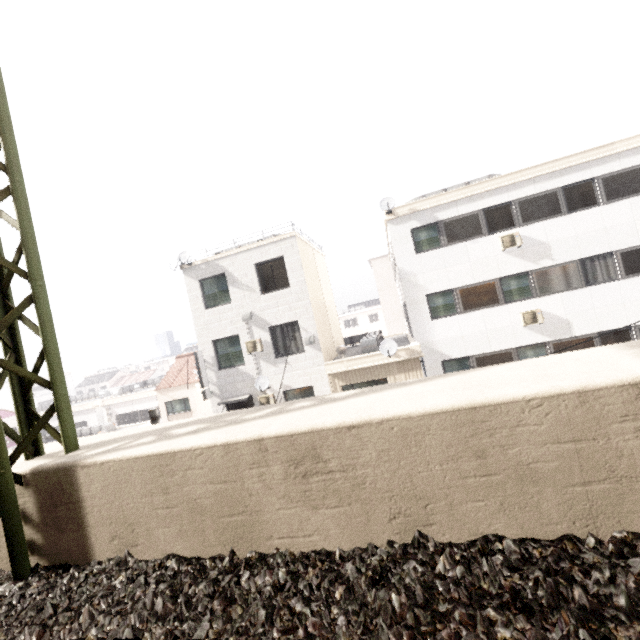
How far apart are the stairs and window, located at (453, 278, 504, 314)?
3.63m

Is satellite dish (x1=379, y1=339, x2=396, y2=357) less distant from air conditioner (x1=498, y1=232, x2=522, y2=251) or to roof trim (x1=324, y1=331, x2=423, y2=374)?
roof trim (x1=324, y1=331, x2=423, y2=374)

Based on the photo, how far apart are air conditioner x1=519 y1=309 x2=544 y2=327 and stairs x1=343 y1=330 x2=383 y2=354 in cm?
589

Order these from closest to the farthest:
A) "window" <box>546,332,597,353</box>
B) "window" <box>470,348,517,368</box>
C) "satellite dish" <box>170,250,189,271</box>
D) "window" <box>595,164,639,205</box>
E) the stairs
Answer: "window" <box>595,164,639,205</box> < "window" <box>546,332,597,353</box> < "window" <box>470,348,517,368</box> < the stairs < "satellite dish" <box>170,250,189,271</box>

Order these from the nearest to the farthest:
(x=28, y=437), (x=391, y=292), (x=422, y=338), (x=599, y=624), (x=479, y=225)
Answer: (x=599, y=624) → (x=28, y=437) → (x=479, y=225) → (x=422, y=338) → (x=391, y=292)

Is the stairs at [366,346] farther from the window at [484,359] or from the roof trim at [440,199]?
the roof trim at [440,199]

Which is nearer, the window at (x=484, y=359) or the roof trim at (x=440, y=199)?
the roof trim at (x=440, y=199)

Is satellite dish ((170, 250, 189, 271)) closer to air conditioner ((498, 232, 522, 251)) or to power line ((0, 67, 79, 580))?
power line ((0, 67, 79, 580))
